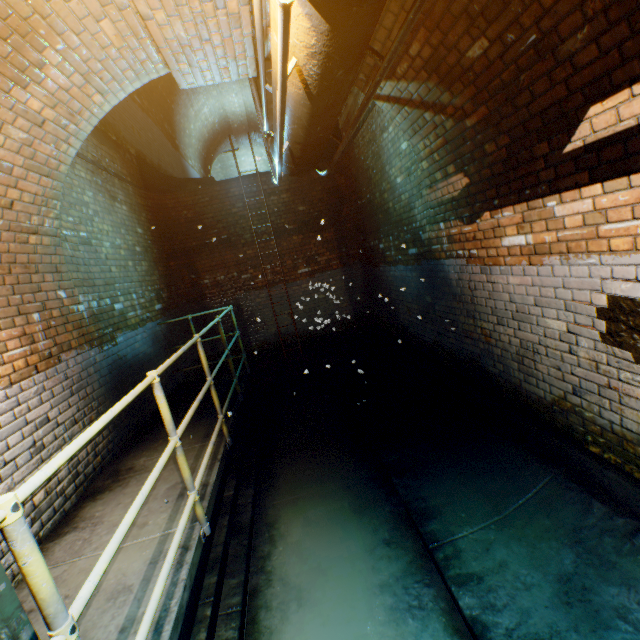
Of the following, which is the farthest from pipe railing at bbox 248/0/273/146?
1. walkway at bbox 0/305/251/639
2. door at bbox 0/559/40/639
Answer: door at bbox 0/559/40/639

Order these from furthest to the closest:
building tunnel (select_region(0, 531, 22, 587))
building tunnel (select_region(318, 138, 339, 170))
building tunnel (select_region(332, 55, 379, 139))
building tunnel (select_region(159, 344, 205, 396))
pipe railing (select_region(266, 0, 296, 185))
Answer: building tunnel (select_region(318, 138, 339, 170)) < building tunnel (select_region(159, 344, 205, 396)) < building tunnel (select_region(332, 55, 379, 139)) < building tunnel (select_region(0, 531, 22, 587)) < pipe railing (select_region(266, 0, 296, 185))

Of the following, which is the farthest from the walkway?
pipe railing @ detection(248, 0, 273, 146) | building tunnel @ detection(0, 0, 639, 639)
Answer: pipe railing @ detection(248, 0, 273, 146)

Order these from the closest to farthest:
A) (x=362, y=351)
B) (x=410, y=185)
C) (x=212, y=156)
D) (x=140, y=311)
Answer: (x=410, y=185) → (x=140, y=311) → (x=362, y=351) → (x=212, y=156)

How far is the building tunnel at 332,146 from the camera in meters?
7.6

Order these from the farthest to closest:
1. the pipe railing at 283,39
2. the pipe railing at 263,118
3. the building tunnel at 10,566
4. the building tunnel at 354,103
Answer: the building tunnel at 354,103 < the building tunnel at 10,566 < the pipe railing at 263,118 < the pipe railing at 283,39

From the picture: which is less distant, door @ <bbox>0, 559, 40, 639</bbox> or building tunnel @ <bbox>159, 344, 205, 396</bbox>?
door @ <bbox>0, 559, 40, 639</bbox>

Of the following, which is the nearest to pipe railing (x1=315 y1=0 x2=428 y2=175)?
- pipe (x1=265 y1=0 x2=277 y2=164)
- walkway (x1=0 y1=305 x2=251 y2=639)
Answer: pipe (x1=265 y1=0 x2=277 y2=164)
